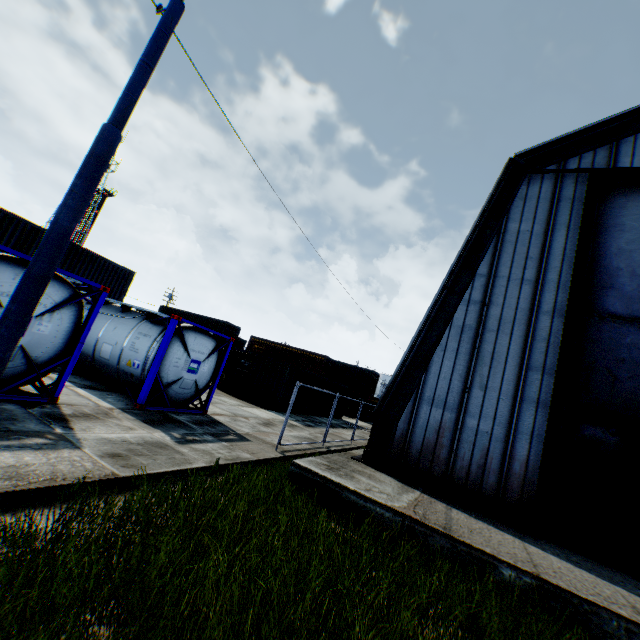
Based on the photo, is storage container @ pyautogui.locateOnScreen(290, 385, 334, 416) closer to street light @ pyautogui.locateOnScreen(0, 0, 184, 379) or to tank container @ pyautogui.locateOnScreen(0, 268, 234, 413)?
tank container @ pyautogui.locateOnScreen(0, 268, 234, 413)

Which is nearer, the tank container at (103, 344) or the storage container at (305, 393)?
the tank container at (103, 344)

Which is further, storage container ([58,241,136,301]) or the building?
storage container ([58,241,136,301])

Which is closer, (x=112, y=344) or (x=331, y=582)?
(x=331, y=582)

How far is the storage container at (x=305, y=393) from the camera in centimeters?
2194cm

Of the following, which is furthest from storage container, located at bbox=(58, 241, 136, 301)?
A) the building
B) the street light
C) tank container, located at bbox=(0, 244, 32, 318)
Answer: the building

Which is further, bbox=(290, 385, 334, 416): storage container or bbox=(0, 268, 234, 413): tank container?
bbox=(290, 385, 334, 416): storage container

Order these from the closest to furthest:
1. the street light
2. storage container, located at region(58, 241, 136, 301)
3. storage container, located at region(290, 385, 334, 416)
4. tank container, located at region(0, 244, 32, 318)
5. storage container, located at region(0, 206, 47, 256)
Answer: the street light, tank container, located at region(0, 244, 32, 318), storage container, located at region(0, 206, 47, 256), storage container, located at region(58, 241, 136, 301), storage container, located at region(290, 385, 334, 416)
